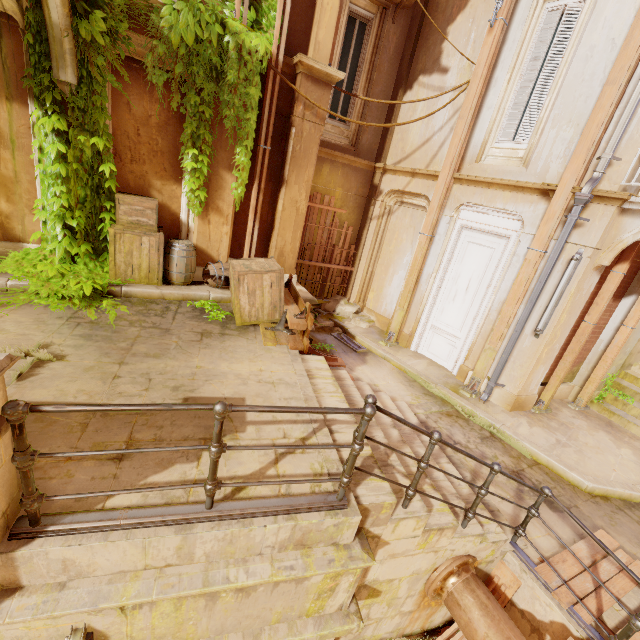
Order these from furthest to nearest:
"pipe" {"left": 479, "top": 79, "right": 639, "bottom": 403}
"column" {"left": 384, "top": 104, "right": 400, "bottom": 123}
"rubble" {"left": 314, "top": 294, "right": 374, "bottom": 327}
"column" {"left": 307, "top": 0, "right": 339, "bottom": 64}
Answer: "rubble" {"left": 314, "top": 294, "right": 374, "bottom": 327} < "column" {"left": 384, "top": 104, "right": 400, "bottom": 123} < "column" {"left": 307, "top": 0, "right": 339, "bottom": 64} < "pipe" {"left": 479, "top": 79, "right": 639, "bottom": 403}

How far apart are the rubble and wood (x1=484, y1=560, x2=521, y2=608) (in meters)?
6.00

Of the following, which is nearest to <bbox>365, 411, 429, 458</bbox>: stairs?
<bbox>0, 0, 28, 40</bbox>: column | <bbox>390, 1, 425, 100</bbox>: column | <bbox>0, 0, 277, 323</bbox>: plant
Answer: <bbox>0, 0, 277, 323</bbox>: plant

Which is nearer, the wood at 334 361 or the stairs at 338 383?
the stairs at 338 383

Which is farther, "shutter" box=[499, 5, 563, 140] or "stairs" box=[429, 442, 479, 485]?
"shutter" box=[499, 5, 563, 140]

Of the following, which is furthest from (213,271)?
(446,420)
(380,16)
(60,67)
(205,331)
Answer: (380,16)

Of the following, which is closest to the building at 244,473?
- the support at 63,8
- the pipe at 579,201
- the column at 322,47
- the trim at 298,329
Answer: the trim at 298,329

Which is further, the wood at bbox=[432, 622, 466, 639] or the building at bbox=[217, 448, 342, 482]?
the wood at bbox=[432, 622, 466, 639]
